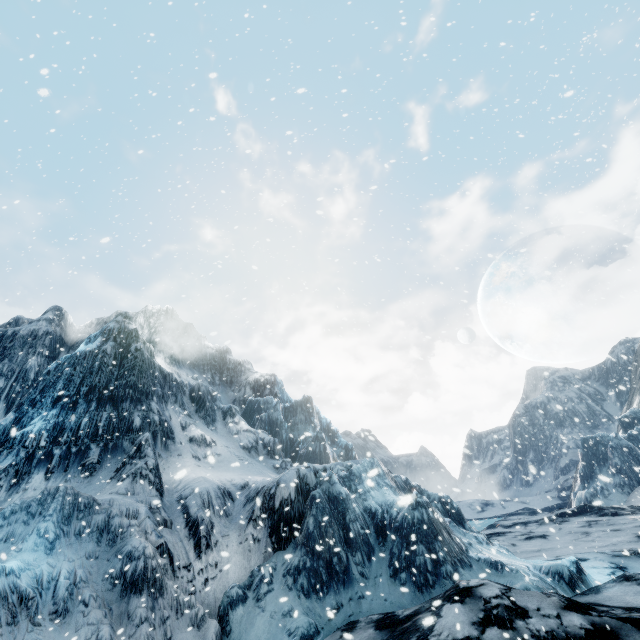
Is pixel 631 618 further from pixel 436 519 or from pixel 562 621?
pixel 436 519
